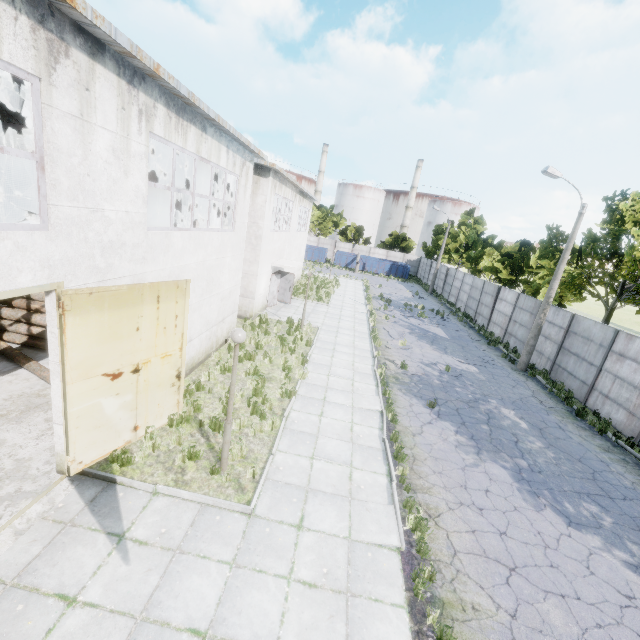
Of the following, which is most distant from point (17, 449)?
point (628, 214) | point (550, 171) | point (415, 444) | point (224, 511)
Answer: point (628, 214)

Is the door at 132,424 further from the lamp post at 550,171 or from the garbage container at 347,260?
the garbage container at 347,260

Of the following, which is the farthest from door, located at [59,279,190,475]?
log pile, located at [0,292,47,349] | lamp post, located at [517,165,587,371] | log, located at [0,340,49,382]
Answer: lamp post, located at [517,165,587,371]

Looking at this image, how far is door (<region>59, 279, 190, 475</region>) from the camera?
5.9 meters

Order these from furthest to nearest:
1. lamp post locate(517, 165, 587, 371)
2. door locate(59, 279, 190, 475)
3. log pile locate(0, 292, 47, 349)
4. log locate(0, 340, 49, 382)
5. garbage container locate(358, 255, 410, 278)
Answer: garbage container locate(358, 255, 410, 278), lamp post locate(517, 165, 587, 371), log pile locate(0, 292, 47, 349), log locate(0, 340, 49, 382), door locate(59, 279, 190, 475)

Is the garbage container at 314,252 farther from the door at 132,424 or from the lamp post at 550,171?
the door at 132,424

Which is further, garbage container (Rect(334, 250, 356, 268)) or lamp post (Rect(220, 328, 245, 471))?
garbage container (Rect(334, 250, 356, 268))

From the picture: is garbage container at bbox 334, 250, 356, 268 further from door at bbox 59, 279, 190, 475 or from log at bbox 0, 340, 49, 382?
door at bbox 59, 279, 190, 475
